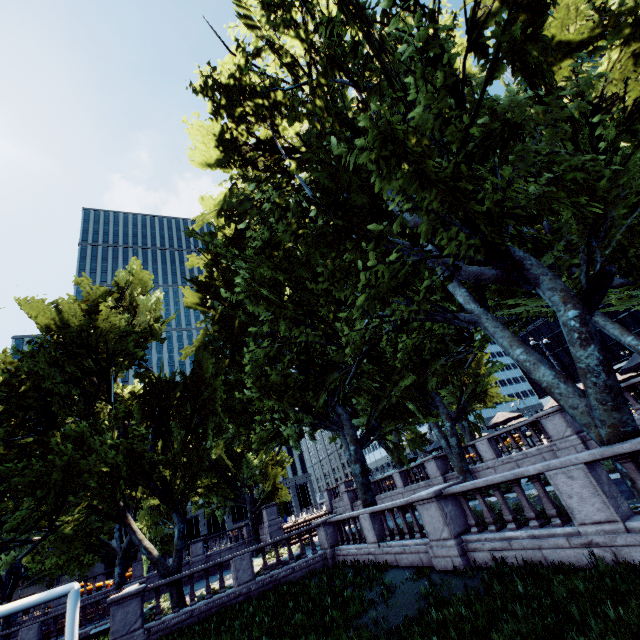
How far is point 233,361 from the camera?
14.75m

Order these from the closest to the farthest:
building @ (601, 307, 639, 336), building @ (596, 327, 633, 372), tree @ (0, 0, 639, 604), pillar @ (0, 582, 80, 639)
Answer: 1. tree @ (0, 0, 639, 604)
2. pillar @ (0, 582, 80, 639)
3. building @ (601, 307, 639, 336)
4. building @ (596, 327, 633, 372)

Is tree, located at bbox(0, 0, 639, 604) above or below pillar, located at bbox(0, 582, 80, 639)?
above

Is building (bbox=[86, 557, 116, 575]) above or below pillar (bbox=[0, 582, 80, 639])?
above

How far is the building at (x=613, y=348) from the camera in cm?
5473

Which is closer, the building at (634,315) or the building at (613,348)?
the building at (634,315)

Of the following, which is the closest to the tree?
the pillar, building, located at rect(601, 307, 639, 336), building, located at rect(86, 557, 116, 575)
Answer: the pillar
